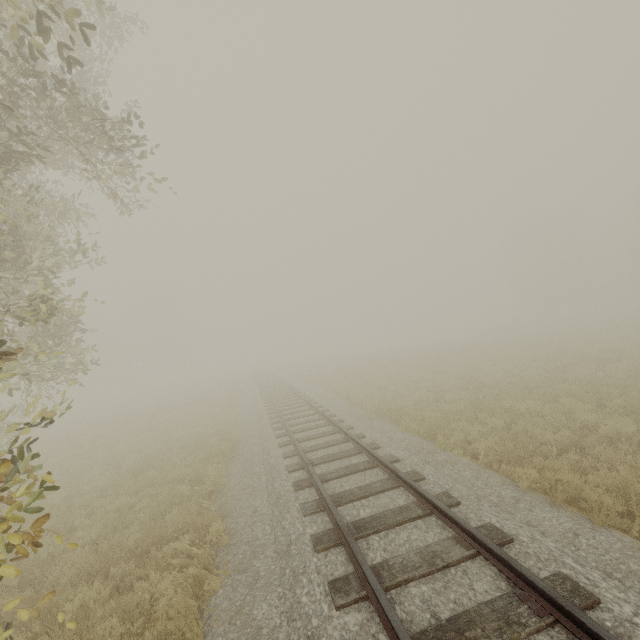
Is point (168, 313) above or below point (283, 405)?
above
